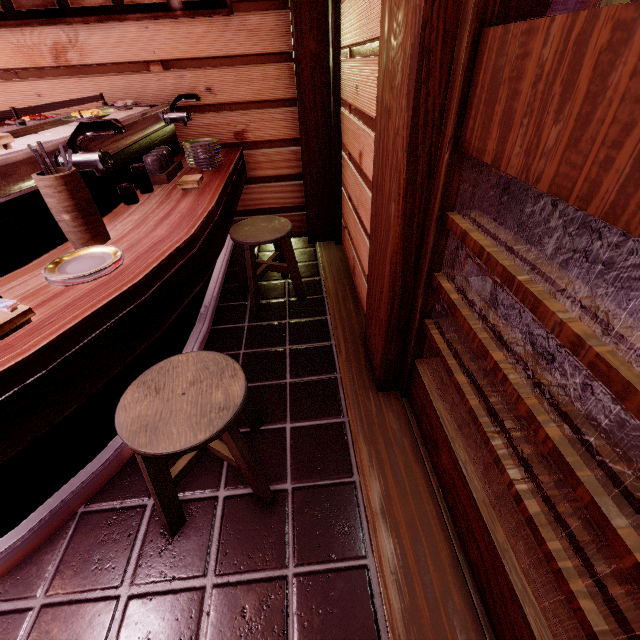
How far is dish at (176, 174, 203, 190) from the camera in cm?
377

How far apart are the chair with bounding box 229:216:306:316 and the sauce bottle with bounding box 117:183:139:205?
1.2 meters

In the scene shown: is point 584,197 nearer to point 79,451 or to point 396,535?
point 396,535

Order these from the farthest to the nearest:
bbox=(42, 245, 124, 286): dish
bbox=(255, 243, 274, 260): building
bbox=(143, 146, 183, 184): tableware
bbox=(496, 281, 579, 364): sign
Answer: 1. bbox=(255, 243, 274, 260): building
2. bbox=(143, 146, 183, 184): tableware
3. bbox=(496, 281, 579, 364): sign
4. bbox=(42, 245, 124, 286): dish

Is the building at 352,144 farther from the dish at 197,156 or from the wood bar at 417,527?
the dish at 197,156

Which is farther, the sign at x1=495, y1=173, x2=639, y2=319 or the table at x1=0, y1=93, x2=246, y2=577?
the sign at x1=495, y1=173, x2=639, y2=319

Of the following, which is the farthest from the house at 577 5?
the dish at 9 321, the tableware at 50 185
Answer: the dish at 9 321

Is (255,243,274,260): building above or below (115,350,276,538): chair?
below
